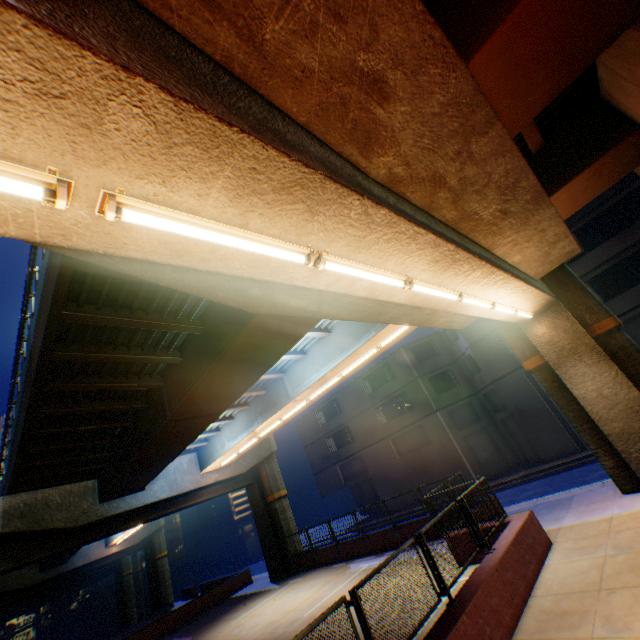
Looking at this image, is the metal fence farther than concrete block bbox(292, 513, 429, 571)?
No

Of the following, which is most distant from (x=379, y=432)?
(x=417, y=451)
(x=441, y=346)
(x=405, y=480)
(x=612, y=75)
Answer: (x=612, y=75)

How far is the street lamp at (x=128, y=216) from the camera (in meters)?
2.46

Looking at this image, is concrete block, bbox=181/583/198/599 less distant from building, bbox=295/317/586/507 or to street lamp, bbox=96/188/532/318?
street lamp, bbox=96/188/532/318

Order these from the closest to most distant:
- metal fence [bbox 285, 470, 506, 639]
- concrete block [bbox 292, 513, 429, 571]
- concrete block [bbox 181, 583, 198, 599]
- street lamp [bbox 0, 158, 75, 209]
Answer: street lamp [bbox 0, 158, 75, 209]
metal fence [bbox 285, 470, 506, 639]
concrete block [bbox 292, 513, 429, 571]
concrete block [bbox 181, 583, 198, 599]

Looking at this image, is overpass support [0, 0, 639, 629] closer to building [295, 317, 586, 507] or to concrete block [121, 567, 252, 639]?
concrete block [121, 567, 252, 639]

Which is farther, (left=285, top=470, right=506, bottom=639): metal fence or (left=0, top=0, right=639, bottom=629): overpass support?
(left=285, top=470, right=506, bottom=639): metal fence

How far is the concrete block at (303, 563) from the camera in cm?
1563
